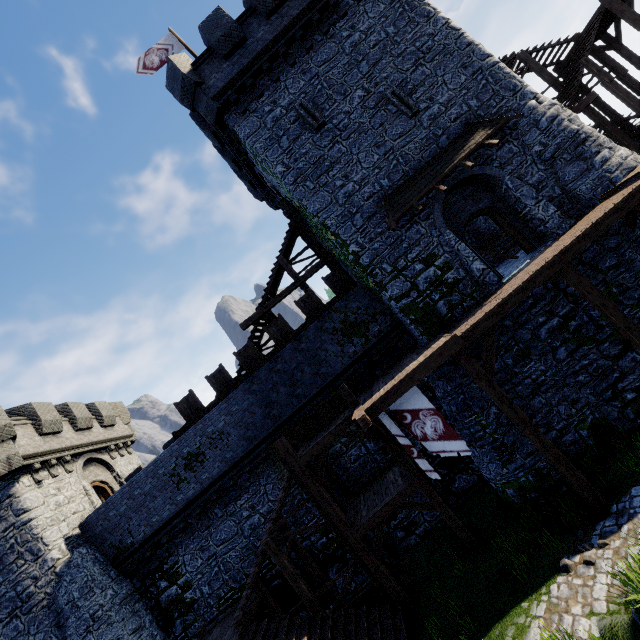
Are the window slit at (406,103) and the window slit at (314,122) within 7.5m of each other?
yes

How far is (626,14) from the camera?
14.60m

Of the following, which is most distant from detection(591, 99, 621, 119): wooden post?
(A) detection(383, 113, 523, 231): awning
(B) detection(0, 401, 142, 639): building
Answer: (B) detection(0, 401, 142, 639): building

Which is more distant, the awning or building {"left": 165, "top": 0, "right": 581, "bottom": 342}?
building {"left": 165, "top": 0, "right": 581, "bottom": 342}

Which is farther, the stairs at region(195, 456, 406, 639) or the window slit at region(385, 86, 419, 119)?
the window slit at region(385, 86, 419, 119)

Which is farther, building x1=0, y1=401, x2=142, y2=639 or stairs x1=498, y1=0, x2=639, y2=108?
stairs x1=498, y1=0, x2=639, y2=108

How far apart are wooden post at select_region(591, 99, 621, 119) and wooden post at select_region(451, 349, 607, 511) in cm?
1886

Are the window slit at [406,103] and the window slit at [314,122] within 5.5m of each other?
yes
